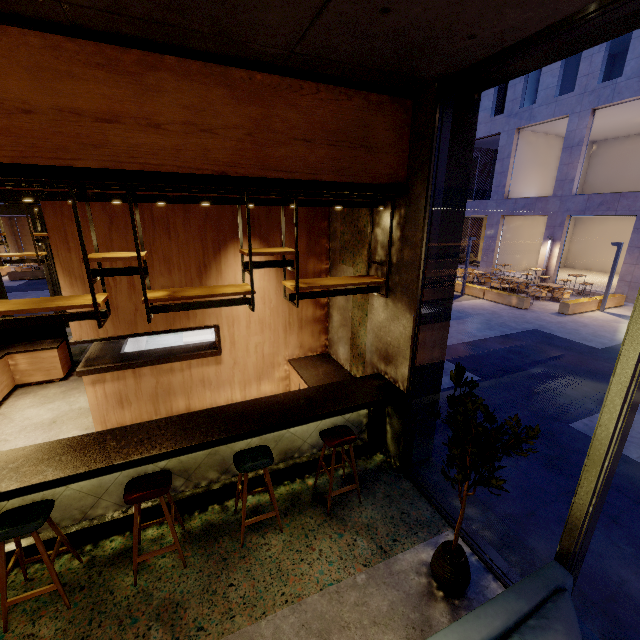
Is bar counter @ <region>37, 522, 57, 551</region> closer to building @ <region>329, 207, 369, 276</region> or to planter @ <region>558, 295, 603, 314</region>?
building @ <region>329, 207, 369, 276</region>

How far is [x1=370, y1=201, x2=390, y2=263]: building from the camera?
4.1 meters

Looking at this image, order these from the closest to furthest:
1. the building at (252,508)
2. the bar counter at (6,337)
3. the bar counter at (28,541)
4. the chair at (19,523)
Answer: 1. the chair at (19,523)
2. the bar counter at (28,541)
3. the building at (252,508)
4. the bar counter at (6,337)

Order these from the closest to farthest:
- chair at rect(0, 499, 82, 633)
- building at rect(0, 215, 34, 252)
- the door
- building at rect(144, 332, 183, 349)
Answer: chair at rect(0, 499, 82, 633)
building at rect(144, 332, 183, 349)
the door
building at rect(0, 215, 34, 252)

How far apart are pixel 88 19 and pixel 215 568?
4.7m

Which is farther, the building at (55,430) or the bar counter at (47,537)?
the building at (55,430)

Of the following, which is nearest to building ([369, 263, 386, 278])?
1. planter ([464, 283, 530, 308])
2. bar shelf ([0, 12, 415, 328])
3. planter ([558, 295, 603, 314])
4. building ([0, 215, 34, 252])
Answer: bar shelf ([0, 12, 415, 328])

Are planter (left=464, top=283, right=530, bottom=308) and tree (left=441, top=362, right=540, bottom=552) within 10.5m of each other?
no
